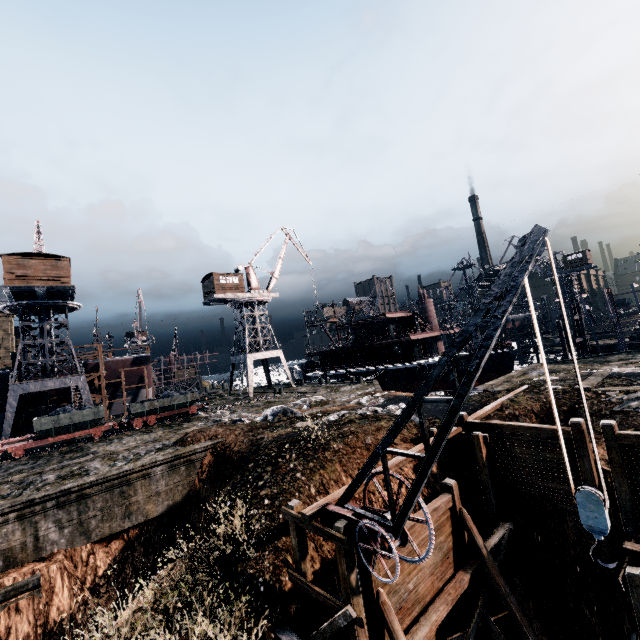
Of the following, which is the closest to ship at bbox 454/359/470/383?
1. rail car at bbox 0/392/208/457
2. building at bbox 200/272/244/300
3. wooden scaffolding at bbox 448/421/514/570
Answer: building at bbox 200/272/244/300

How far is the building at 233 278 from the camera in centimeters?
4362cm

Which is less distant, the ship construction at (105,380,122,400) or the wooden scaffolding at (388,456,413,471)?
the wooden scaffolding at (388,456,413,471)

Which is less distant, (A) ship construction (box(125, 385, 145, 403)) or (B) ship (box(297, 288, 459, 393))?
(B) ship (box(297, 288, 459, 393))

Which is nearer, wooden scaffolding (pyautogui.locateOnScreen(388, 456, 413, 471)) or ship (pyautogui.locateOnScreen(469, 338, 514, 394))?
wooden scaffolding (pyautogui.locateOnScreen(388, 456, 413, 471))

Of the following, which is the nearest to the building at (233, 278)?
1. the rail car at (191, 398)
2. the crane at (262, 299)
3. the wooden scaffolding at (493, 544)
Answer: the crane at (262, 299)

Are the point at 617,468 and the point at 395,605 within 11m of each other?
yes

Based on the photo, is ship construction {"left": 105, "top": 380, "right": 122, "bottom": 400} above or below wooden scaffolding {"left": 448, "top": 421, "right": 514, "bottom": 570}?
above
